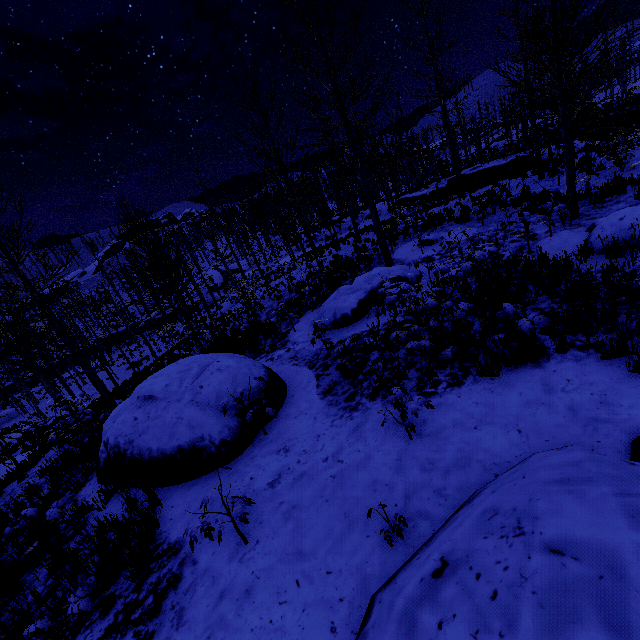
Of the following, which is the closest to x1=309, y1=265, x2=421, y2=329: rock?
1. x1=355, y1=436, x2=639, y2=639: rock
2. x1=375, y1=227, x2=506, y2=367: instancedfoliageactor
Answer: x1=375, y1=227, x2=506, y2=367: instancedfoliageactor

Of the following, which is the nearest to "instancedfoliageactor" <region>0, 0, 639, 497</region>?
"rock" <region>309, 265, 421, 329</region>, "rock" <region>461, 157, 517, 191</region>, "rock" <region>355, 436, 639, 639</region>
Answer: "rock" <region>309, 265, 421, 329</region>

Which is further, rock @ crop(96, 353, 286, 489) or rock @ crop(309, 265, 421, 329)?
rock @ crop(309, 265, 421, 329)

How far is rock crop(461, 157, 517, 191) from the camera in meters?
22.1 m

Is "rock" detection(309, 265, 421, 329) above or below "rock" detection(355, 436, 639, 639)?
below

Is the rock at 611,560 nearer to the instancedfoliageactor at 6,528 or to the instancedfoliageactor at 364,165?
the instancedfoliageactor at 6,528

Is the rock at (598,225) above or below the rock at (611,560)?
below

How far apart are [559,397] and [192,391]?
5.8 meters
